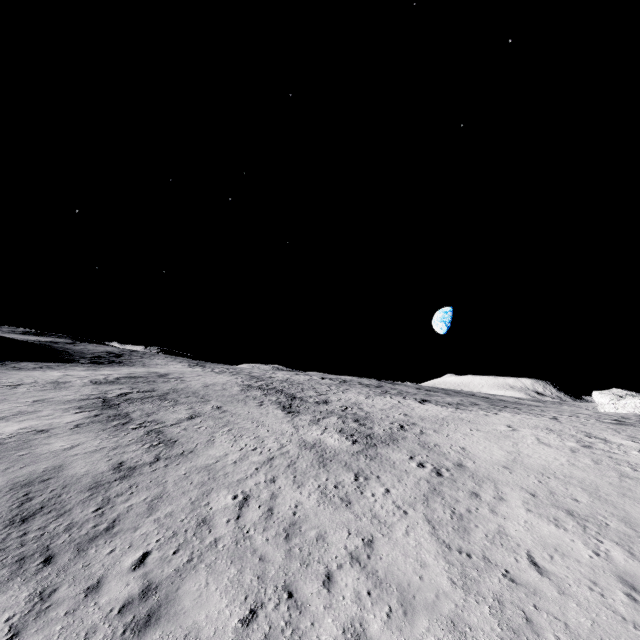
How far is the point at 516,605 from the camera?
7.6m
